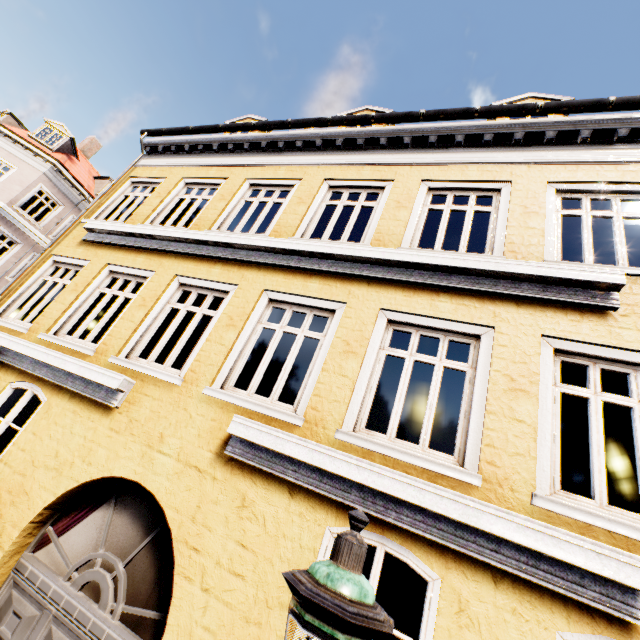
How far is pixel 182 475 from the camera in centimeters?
394cm

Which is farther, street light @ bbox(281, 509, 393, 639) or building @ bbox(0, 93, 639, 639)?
building @ bbox(0, 93, 639, 639)

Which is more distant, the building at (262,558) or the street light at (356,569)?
the building at (262,558)
